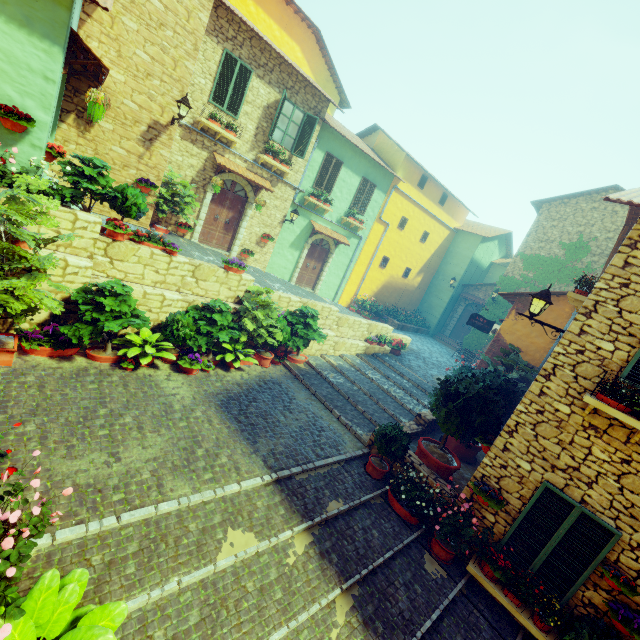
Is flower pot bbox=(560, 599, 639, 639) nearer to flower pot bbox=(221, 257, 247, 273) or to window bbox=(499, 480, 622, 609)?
window bbox=(499, 480, 622, 609)

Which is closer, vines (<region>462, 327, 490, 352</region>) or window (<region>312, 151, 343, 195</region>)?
window (<region>312, 151, 343, 195</region>)

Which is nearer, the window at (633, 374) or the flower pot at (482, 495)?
the window at (633, 374)

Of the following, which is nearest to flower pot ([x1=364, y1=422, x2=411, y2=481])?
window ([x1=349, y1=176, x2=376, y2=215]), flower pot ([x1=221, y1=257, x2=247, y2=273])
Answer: flower pot ([x1=221, y1=257, x2=247, y2=273])

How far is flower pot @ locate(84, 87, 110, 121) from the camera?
6.74m

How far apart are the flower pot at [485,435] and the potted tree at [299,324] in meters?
3.4 m

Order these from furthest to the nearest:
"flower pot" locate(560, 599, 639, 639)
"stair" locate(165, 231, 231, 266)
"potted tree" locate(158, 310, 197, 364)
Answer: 1. "stair" locate(165, 231, 231, 266)
2. "potted tree" locate(158, 310, 197, 364)
3. "flower pot" locate(560, 599, 639, 639)

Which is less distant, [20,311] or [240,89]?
[20,311]
